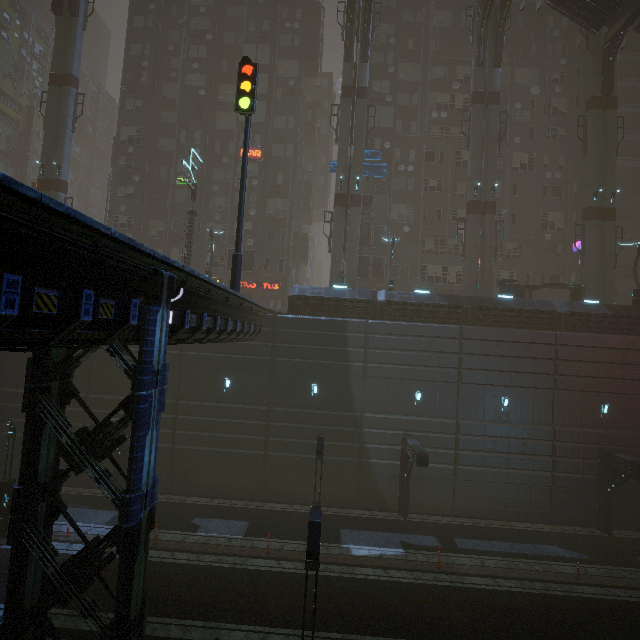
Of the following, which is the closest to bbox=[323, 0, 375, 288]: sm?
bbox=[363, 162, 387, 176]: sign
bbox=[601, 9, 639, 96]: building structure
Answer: bbox=[363, 162, 387, 176]: sign

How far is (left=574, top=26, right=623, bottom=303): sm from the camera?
24.84m

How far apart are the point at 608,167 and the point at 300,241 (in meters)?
27.24

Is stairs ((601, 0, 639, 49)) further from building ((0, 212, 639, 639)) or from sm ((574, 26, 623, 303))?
building ((0, 212, 639, 639))

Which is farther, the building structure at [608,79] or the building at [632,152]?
the building at [632,152]

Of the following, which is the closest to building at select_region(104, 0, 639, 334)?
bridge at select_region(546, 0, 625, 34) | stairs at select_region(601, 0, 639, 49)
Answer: stairs at select_region(601, 0, 639, 49)

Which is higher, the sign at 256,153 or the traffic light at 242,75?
the sign at 256,153

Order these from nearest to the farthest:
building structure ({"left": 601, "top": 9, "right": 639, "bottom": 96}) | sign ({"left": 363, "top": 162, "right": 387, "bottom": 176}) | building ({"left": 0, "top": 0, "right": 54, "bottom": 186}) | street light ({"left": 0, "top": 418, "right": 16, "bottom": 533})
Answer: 1. street light ({"left": 0, "top": 418, "right": 16, "bottom": 533})
2. building structure ({"left": 601, "top": 9, "right": 639, "bottom": 96})
3. sign ({"left": 363, "top": 162, "right": 387, "bottom": 176})
4. building ({"left": 0, "top": 0, "right": 54, "bottom": 186})
